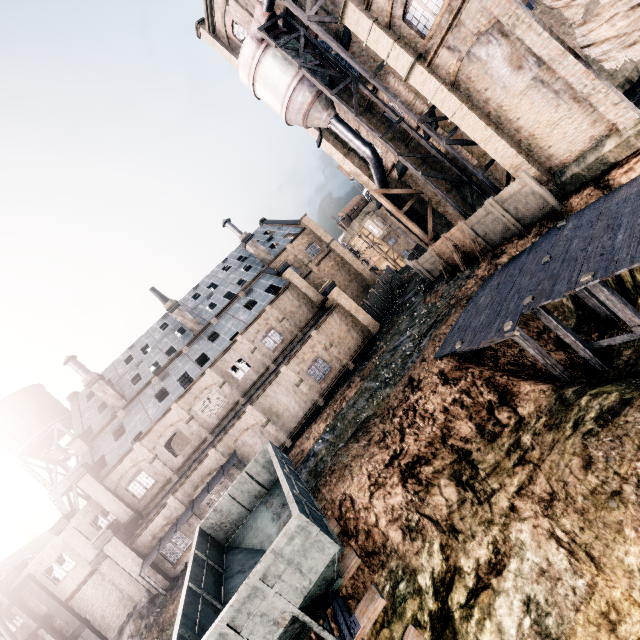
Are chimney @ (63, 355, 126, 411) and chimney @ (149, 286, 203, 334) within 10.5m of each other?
yes

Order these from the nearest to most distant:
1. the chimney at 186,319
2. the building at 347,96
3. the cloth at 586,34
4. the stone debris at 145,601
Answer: the cloth at 586,34, the stone debris at 145,601, the building at 347,96, the chimney at 186,319

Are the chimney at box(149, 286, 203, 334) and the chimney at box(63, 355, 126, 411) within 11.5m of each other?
yes

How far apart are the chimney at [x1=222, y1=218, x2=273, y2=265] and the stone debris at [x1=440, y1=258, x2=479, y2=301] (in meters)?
24.38

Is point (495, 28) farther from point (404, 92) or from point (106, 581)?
point (106, 581)

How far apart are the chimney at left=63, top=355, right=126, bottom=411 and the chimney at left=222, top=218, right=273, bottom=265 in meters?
22.0 m

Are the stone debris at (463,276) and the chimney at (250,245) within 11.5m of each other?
no

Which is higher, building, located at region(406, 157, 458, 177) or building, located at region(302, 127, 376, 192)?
building, located at region(302, 127, 376, 192)
